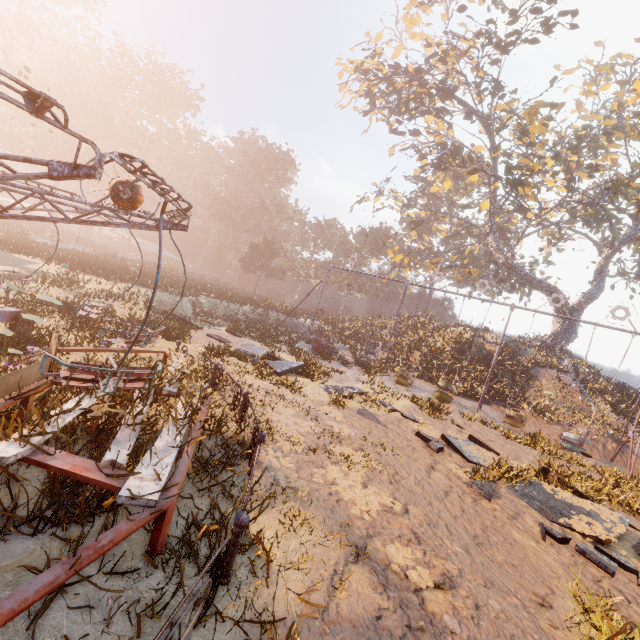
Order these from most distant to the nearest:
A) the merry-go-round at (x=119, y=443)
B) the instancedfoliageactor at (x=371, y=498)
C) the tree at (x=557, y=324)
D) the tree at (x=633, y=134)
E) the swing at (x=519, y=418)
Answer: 1. the tree at (x=557, y=324)
2. the tree at (x=633, y=134)
3. the swing at (x=519, y=418)
4. the instancedfoliageactor at (x=371, y=498)
5. the merry-go-round at (x=119, y=443)

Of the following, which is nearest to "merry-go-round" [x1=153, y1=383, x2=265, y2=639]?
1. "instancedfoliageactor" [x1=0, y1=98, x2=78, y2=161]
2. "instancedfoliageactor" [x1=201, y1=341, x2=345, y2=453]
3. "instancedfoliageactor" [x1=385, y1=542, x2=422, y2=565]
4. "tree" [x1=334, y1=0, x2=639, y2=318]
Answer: "instancedfoliageactor" [x1=201, y1=341, x2=345, y2=453]

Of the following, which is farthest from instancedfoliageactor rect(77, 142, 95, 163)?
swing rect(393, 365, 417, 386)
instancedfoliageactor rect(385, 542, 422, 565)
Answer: instancedfoliageactor rect(385, 542, 422, 565)

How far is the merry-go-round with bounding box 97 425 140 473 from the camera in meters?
3.7

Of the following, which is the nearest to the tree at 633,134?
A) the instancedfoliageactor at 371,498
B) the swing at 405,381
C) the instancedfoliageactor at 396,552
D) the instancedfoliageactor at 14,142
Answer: the swing at 405,381

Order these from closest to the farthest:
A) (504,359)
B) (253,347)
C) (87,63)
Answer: (253,347), (504,359), (87,63)

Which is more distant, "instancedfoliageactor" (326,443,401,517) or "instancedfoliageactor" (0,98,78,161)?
"instancedfoliageactor" (0,98,78,161)

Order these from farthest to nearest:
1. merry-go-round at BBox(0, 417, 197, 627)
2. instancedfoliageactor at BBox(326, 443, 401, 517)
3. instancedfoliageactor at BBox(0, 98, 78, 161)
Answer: instancedfoliageactor at BBox(0, 98, 78, 161) → instancedfoliageactor at BBox(326, 443, 401, 517) → merry-go-round at BBox(0, 417, 197, 627)
